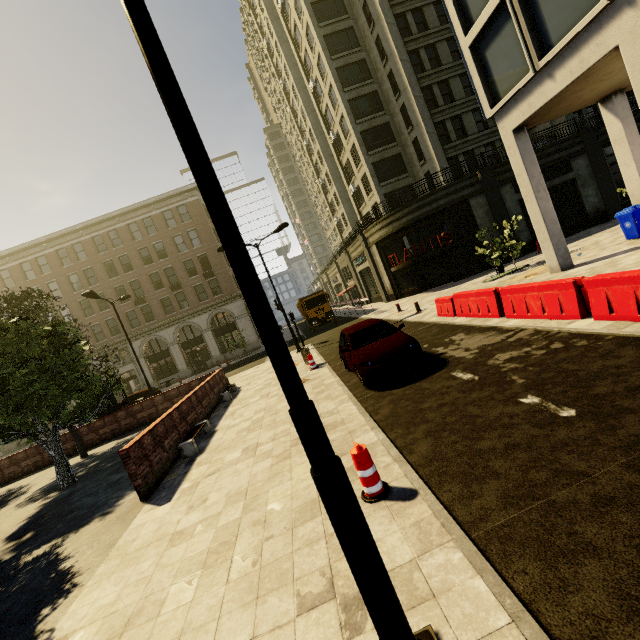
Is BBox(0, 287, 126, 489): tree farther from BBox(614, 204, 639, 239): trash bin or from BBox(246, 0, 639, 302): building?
BBox(614, 204, 639, 239): trash bin

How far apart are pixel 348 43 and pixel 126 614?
38.7m

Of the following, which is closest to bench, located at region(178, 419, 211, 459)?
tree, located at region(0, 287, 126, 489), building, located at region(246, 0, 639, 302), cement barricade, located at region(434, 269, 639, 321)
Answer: tree, located at region(0, 287, 126, 489)

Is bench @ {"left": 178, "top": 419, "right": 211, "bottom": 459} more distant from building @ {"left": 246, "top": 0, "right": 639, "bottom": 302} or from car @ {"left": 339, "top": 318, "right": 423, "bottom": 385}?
building @ {"left": 246, "top": 0, "right": 639, "bottom": 302}

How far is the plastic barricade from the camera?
4.1 meters

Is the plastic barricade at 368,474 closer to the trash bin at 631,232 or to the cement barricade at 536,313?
the cement barricade at 536,313

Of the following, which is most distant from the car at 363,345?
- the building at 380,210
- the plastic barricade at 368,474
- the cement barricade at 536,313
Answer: the building at 380,210

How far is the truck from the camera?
29.64m
